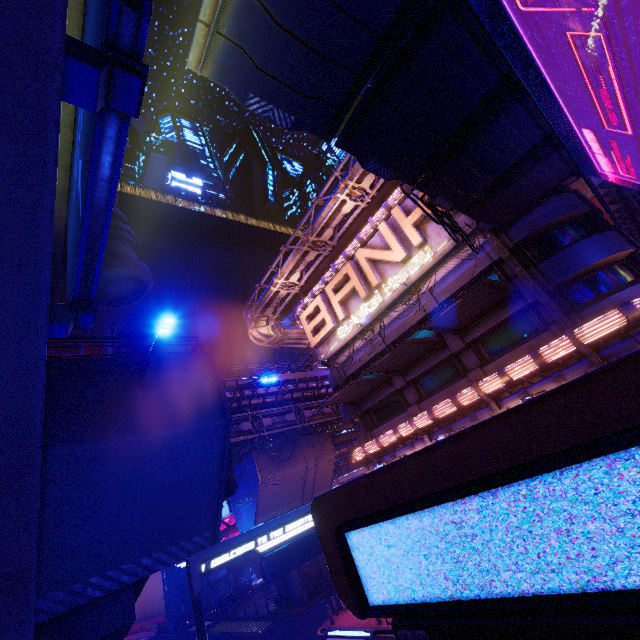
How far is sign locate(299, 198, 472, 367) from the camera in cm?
2002

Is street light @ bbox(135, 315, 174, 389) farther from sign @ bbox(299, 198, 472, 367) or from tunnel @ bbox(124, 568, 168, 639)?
tunnel @ bbox(124, 568, 168, 639)

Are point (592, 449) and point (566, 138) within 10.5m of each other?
no

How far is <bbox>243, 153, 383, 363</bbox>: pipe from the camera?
22.2 meters

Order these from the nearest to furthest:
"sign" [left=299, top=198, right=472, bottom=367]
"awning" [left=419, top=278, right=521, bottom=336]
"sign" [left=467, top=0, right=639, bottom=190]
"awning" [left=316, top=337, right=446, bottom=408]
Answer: "sign" [left=467, top=0, right=639, bottom=190] → "awning" [left=419, top=278, right=521, bottom=336] → "awning" [left=316, top=337, right=446, bottom=408] → "sign" [left=299, top=198, right=472, bottom=367]

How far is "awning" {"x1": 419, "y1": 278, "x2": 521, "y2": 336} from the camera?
15.3m

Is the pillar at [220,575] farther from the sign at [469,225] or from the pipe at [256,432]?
the sign at [469,225]

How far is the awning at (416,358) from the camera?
18.7 meters
